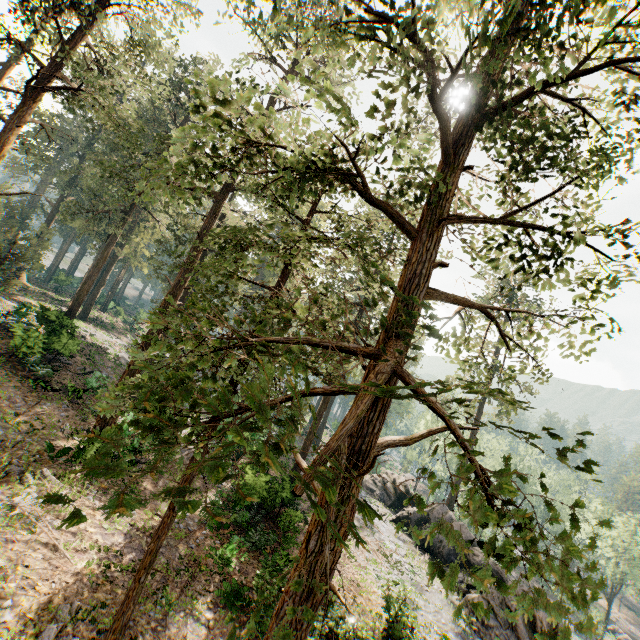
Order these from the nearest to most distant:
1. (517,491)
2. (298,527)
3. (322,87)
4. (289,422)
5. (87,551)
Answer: (289,422)
(517,491)
(322,87)
(87,551)
(298,527)

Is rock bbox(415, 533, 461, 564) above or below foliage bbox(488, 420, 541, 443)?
below

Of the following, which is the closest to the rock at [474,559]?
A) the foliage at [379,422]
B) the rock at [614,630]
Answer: the foliage at [379,422]

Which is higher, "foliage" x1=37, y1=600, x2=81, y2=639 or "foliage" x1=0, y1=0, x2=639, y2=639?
"foliage" x1=0, y1=0, x2=639, y2=639

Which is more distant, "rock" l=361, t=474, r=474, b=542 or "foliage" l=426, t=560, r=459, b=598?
"rock" l=361, t=474, r=474, b=542

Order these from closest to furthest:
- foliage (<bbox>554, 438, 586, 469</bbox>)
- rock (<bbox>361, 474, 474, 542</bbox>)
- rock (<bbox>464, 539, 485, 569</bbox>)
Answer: foliage (<bbox>554, 438, 586, 469</bbox>) < rock (<bbox>464, 539, 485, 569</bbox>) < rock (<bbox>361, 474, 474, 542</bbox>)

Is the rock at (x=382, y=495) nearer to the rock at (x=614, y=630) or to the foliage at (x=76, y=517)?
the foliage at (x=76, y=517)

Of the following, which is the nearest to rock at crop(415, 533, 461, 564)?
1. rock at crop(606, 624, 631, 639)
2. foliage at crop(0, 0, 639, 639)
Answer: foliage at crop(0, 0, 639, 639)
